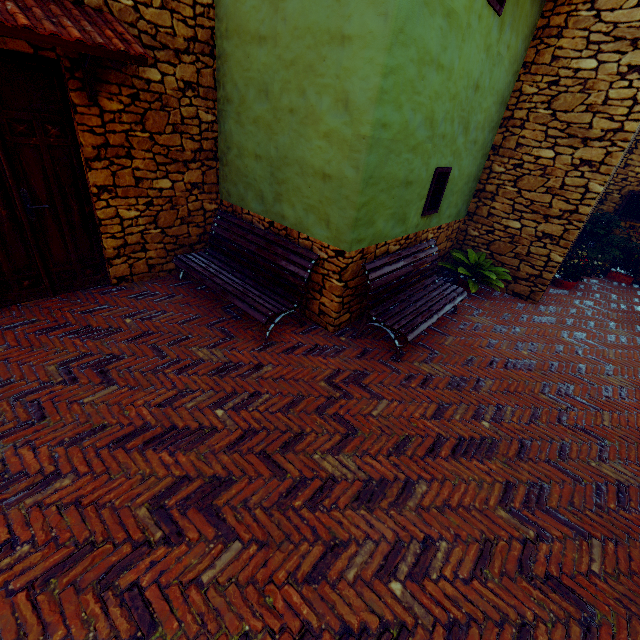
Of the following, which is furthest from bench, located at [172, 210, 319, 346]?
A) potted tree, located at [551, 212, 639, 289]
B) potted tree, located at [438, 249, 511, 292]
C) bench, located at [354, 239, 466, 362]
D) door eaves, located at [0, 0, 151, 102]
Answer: potted tree, located at [551, 212, 639, 289]

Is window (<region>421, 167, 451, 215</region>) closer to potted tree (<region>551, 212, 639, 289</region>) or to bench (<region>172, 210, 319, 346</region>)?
bench (<region>172, 210, 319, 346</region>)

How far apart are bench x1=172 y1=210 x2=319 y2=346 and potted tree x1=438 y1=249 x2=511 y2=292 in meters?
3.3 m

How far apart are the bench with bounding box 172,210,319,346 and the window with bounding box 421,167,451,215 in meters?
2.1 m

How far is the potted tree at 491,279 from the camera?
6.1 meters

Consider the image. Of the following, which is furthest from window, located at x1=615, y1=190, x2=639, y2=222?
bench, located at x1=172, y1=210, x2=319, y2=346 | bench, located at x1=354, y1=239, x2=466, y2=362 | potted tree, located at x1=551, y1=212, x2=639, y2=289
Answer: bench, located at x1=172, y1=210, x2=319, y2=346

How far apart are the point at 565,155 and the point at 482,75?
2.22m

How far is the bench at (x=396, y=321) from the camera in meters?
4.1 m
